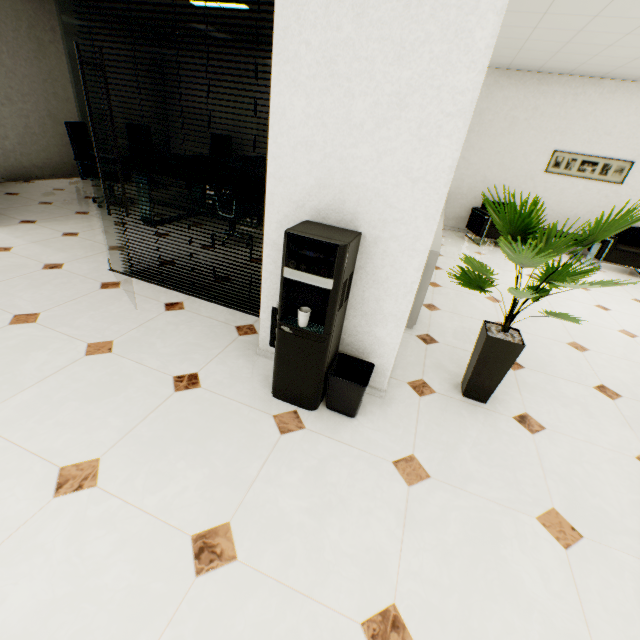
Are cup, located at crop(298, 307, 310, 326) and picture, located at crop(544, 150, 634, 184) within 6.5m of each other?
no

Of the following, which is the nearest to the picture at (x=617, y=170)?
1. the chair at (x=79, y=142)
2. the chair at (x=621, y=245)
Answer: the chair at (x=621, y=245)

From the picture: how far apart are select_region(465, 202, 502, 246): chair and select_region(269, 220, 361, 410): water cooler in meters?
5.5 m

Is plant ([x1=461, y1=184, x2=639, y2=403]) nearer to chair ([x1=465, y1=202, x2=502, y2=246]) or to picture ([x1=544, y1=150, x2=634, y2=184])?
chair ([x1=465, y1=202, x2=502, y2=246])

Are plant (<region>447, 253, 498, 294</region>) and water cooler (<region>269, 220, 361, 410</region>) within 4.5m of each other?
yes

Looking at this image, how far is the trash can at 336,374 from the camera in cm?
193

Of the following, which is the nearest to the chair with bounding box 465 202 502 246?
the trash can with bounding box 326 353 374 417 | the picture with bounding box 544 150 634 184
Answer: the picture with bounding box 544 150 634 184

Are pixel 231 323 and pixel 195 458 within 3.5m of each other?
yes
